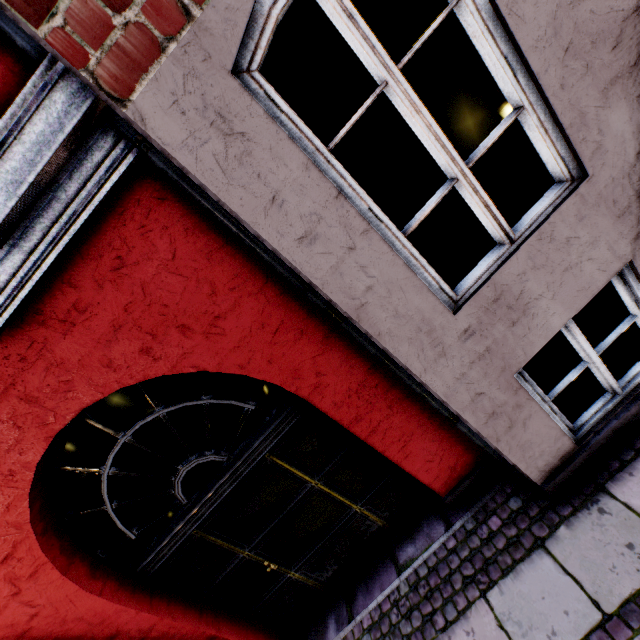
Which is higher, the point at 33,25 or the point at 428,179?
the point at 33,25
